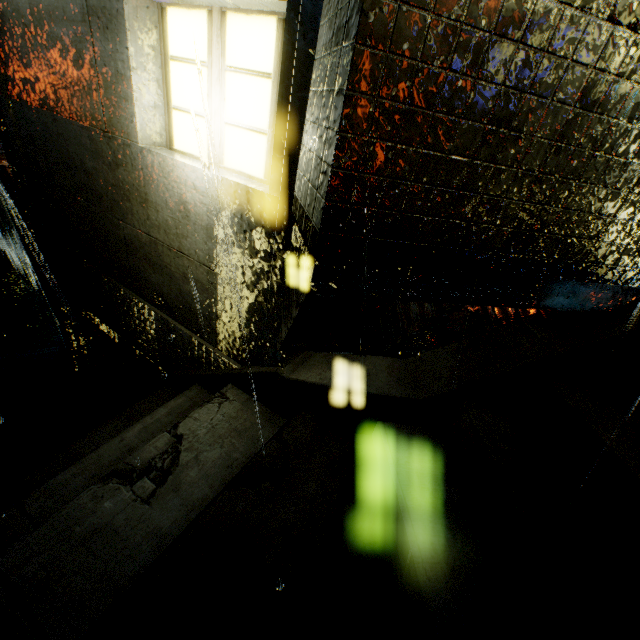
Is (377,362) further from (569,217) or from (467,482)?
(569,217)

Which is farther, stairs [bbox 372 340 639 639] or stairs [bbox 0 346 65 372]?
stairs [bbox 0 346 65 372]

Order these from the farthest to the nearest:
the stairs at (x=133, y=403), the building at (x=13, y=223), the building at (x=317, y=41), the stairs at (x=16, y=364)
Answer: the building at (x=13, y=223) → the stairs at (x=16, y=364) → the stairs at (x=133, y=403) → the building at (x=317, y=41)

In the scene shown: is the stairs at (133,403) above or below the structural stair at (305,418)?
below

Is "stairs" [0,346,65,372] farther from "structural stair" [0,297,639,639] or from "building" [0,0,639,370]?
"building" [0,0,639,370]

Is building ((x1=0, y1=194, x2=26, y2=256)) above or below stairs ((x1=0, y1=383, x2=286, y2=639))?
below

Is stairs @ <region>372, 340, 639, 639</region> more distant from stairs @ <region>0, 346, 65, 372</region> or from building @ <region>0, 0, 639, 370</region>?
stairs @ <region>0, 346, 65, 372</region>
